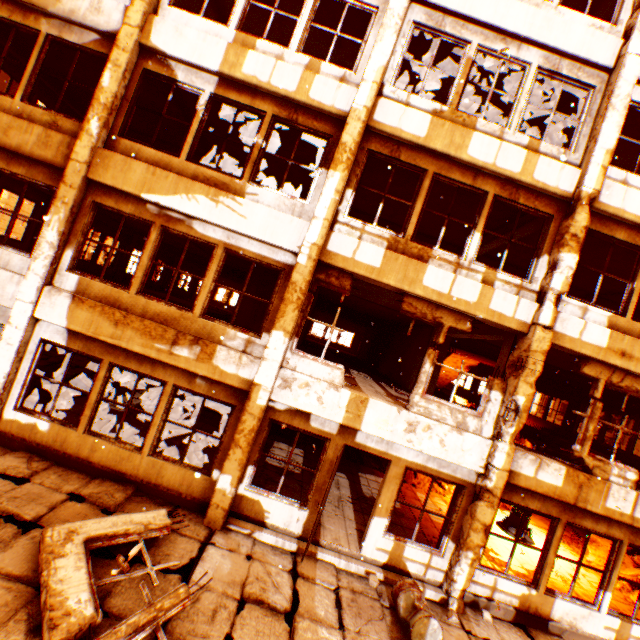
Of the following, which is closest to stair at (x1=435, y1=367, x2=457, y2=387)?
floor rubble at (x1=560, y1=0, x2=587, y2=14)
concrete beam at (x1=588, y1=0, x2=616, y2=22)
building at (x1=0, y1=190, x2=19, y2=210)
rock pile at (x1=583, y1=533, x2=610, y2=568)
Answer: Answer: rock pile at (x1=583, y1=533, x2=610, y2=568)

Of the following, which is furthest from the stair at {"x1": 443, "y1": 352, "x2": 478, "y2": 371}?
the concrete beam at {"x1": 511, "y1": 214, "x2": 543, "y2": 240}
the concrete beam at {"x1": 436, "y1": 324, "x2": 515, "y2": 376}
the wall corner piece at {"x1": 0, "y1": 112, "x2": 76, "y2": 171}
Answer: the wall corner piece at {"x1": 0, "y1": 112, "x2": 76, "y2": 171}

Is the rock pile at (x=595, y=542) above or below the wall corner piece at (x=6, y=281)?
below

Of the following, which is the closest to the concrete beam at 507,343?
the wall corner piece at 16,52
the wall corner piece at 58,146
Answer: the wall corner piece at 58,146

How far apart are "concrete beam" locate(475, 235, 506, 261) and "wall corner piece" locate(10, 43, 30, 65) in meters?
14.4

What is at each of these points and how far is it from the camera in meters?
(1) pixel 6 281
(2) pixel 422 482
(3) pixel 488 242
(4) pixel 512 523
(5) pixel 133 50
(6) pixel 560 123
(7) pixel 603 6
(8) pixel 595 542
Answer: (1) wall corner piece, 6.4
(2) rock pile, 11.3
(3) concrete beam, 9.9
(4) metal barrel, 10.2
(5) pillar, 6.6
(6) concrete beam, 8.5
(7) concrete beam, 8.3
(8) rock pile, 10.8

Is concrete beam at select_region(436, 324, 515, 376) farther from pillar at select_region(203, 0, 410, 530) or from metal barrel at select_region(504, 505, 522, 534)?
metal barrel at select_region(504, 505, 522, 534)

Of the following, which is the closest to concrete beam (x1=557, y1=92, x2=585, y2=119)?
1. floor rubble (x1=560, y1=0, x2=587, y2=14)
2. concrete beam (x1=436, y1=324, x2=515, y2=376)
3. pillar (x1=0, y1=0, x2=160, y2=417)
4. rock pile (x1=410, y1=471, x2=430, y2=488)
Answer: pillar (x1=0, y1=0, x2=160, y2=417)
